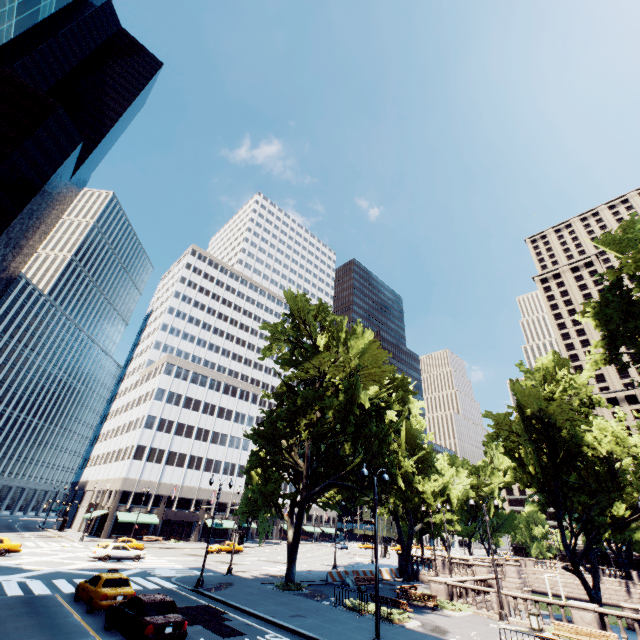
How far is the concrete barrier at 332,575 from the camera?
30.95m

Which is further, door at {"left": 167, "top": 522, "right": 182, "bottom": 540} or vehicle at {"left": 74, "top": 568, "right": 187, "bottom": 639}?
door at {"left": 167, "top": 522, "right": 182, "bottom": 540}

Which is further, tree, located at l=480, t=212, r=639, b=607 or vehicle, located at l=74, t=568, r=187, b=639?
tree, located at l=480, t=212, r=639, b=607

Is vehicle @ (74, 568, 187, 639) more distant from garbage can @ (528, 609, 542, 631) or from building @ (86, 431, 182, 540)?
building @ (86, 431, 182, 540)

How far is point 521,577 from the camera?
57.2 meters

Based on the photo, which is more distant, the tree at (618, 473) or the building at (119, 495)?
the building at (119, 495)

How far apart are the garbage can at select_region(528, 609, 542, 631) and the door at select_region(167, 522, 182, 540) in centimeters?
5879cm

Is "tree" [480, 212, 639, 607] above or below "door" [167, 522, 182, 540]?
above
